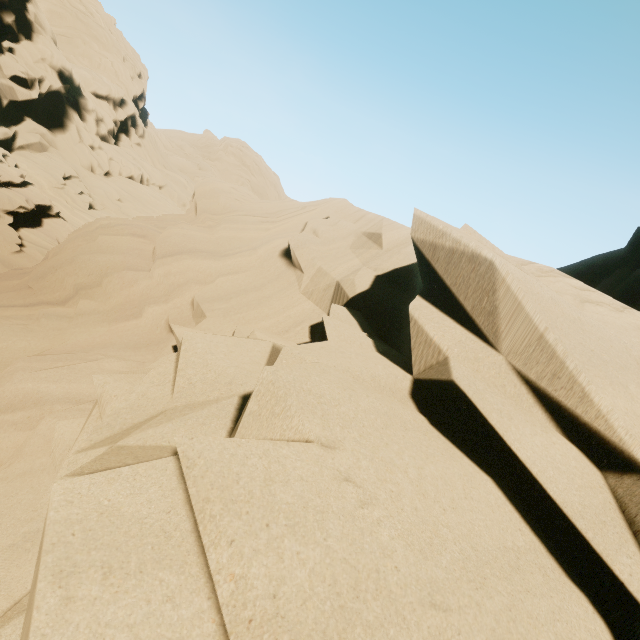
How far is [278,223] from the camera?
8.66m
